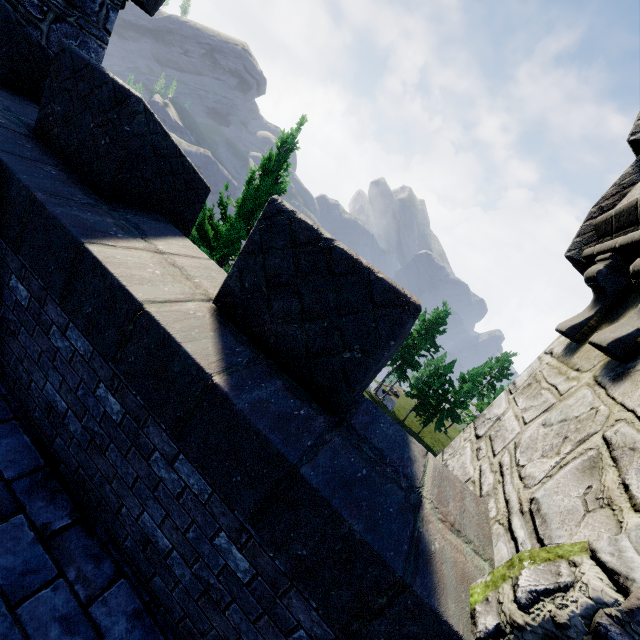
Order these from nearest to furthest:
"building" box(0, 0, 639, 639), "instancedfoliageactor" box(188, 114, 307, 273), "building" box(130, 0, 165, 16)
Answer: "building" box(0, 0, 639, 639)
"building" box(130, 0, 165, 16)
"instancedfoliageactor" box(188, 114, 307, 273)

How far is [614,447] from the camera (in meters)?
1.80

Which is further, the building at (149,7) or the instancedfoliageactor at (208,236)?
the instancedfoliageactor at (208,236)

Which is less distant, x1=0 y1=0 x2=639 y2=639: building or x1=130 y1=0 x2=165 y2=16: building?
x1=0 y1=0 x2=639 y2=639: building

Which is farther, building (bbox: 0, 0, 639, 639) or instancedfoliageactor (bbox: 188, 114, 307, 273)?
instancedfoliageactor (bbox: 188, 114, 307, 273)

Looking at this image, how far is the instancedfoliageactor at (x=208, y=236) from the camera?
9.4 meters

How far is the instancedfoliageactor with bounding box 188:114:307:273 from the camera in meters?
9.4 m
